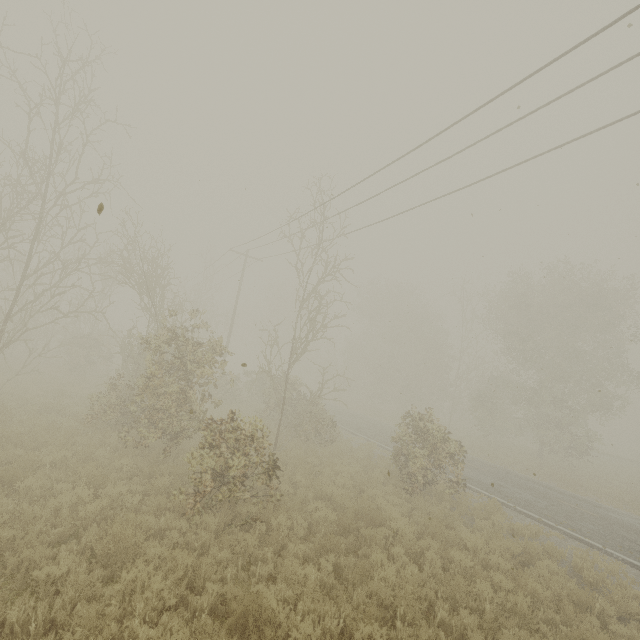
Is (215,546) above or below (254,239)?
below
